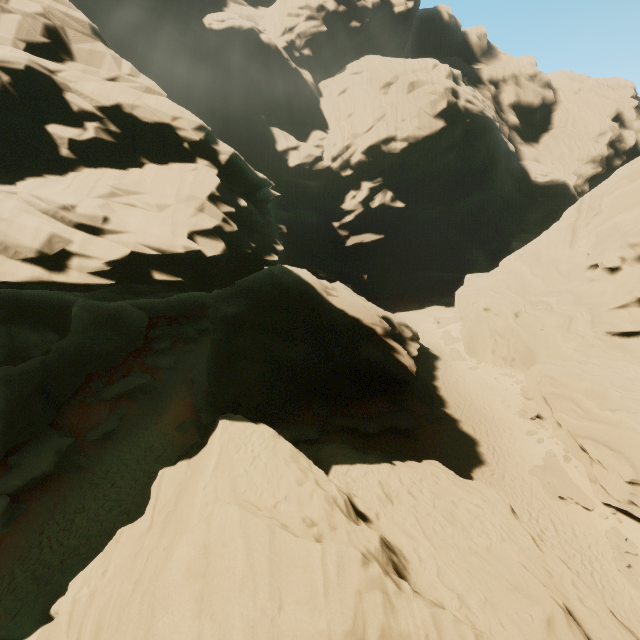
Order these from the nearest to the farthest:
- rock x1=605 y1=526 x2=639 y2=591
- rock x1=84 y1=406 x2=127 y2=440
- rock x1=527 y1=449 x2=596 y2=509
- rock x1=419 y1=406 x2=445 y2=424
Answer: rock x1=605 y1=526 x2=639 y2=591 < rock x1=527 y1=449 x2=596 y2=509 < rock x1=84 y1=406 x2=127 y2=440 < rock x1=419 y1=406 x2=445 y2=424

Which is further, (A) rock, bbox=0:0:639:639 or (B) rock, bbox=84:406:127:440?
(B) rock, bbox=84:406:127:440

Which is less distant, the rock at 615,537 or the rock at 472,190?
the rock at 472,190

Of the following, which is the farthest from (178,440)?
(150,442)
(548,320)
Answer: (548,320)

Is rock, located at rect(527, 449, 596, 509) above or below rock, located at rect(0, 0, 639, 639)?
below

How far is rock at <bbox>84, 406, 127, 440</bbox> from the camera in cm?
2138

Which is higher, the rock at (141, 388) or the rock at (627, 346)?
the rock at (627, 346)
